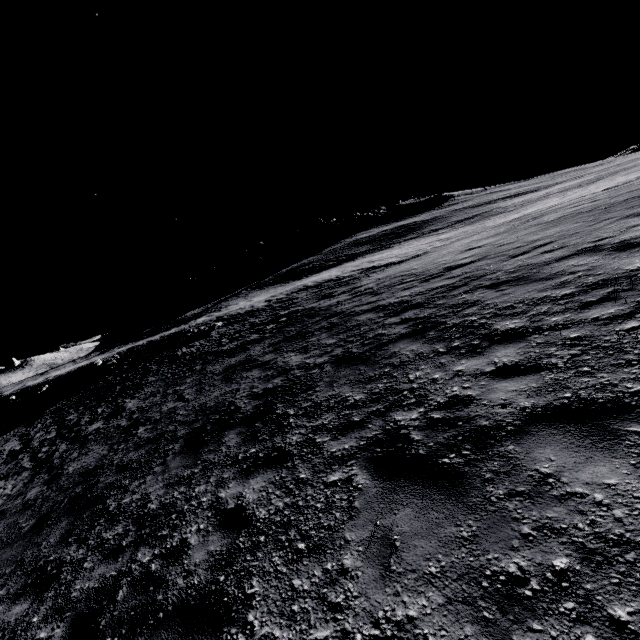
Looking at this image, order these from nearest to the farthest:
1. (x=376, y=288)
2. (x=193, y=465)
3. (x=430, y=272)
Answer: (x=193, y=465)
(x=430, y=272)
(x=376, y=288)
